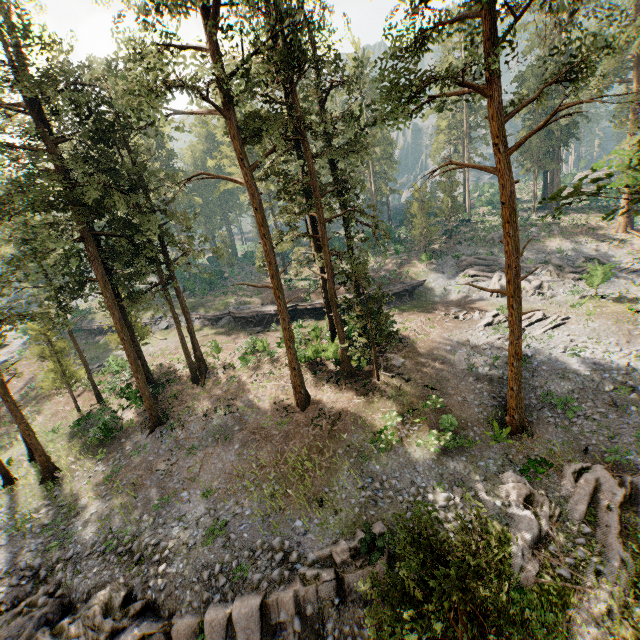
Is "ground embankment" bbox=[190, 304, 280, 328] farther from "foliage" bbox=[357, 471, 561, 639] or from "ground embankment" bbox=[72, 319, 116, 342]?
"ground embankment" bbox=[72, 319, 116, 342]

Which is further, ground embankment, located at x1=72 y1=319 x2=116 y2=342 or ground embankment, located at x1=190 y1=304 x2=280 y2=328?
ground embankment, located at x1=72 y1=319 x2=116 y2=342

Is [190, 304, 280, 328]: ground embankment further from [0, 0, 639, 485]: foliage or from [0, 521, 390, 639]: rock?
[0, 521, 390, 639]: rock

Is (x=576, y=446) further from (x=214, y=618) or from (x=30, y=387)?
(x=30, y=387)

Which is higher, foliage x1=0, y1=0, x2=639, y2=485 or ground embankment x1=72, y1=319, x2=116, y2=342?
foliage x1=0, y1=0, x2=639, y2=485

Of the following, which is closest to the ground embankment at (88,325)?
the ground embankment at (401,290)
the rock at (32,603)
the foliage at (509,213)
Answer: the foliage at (509,213)

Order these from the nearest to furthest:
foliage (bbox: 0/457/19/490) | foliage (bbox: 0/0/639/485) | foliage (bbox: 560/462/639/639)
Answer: foliage (bbox: 560/462/639/639) < foliage (bbox: 0/0/639/485) < foliage (bbox: 0/457/19/490)

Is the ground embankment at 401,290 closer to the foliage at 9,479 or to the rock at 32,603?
the foliage at 9,479
